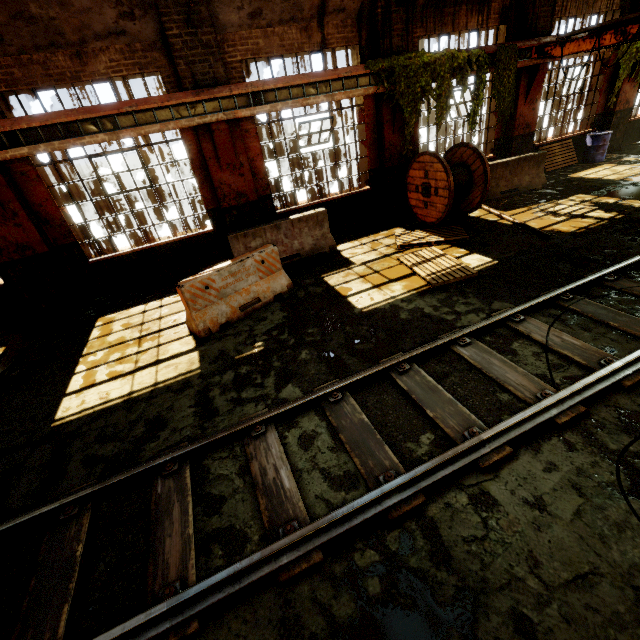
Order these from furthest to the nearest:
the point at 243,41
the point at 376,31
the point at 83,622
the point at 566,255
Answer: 1. the point at 376,31
2. the point at 243,41
3. the point at 566,255
4. the point at 83,622

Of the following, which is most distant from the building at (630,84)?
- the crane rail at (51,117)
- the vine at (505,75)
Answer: the vine at (505,75)

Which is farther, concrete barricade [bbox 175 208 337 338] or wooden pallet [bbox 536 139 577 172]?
wooden pallet [bbox 536 139 577 172]

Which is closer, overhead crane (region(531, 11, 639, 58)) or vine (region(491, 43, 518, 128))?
overhead crane (region(531, 11, 639, 58))

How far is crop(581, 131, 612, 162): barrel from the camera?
11.6 meters

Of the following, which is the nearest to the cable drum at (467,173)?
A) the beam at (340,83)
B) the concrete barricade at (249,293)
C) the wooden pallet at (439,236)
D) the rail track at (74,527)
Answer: the wooden pallet at (439,236)

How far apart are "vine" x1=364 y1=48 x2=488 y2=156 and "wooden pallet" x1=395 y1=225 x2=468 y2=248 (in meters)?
2.42

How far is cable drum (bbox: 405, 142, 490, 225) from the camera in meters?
8.2
